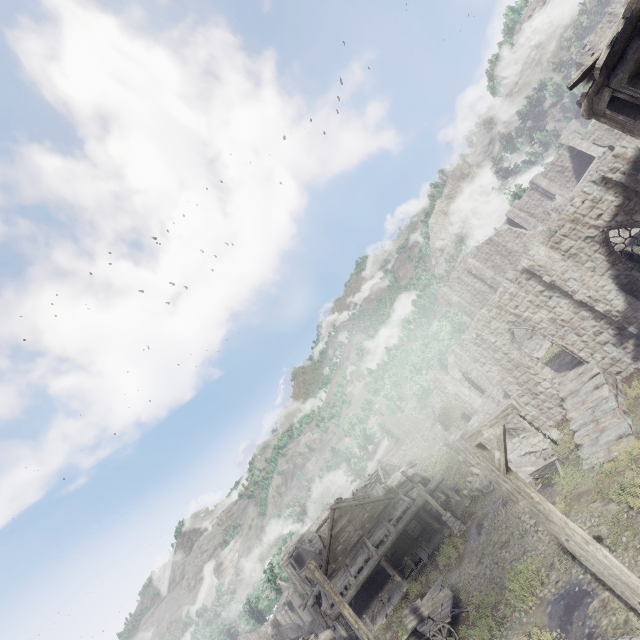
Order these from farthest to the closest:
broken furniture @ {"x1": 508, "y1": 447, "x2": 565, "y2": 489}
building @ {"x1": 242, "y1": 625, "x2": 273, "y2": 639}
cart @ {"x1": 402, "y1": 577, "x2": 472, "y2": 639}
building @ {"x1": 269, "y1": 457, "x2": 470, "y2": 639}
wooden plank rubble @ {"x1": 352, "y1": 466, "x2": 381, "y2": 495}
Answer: building @ {"x1": 242, "y1": 625, "x2": 273, "y2": 639}
wooden plank rubble @ {"x1": 352, "y1": 466, "x2": 381, "y2": 495}
building @ {"x1": 269, "y1": 457, "x2": 470, "y2": 639}
broken furniture @ {"x1": 508, "y1": 447, "x2": 565, "y2": 489}
cart @ {"x1": 402, "y1": 577, "x2": 472, "y2": 639}

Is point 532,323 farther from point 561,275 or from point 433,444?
point 433,444

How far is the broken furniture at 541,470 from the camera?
16.02m

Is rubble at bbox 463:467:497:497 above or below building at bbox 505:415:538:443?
below

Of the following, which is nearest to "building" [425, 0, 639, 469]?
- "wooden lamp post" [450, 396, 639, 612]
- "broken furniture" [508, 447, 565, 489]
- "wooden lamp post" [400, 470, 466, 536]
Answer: "wooden lamp post" [400, 470, 466, 536]

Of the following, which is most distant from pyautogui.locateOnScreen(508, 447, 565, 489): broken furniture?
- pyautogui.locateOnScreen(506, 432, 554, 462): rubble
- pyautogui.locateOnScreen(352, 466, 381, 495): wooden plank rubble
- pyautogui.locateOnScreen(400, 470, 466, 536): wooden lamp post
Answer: pyautogui.locateOnScreen(352, 466, 381, 495): wooden plank rubble

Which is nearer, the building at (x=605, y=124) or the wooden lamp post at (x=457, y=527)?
the building at (x=605, y=124)

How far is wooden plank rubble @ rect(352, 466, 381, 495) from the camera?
49.38m
